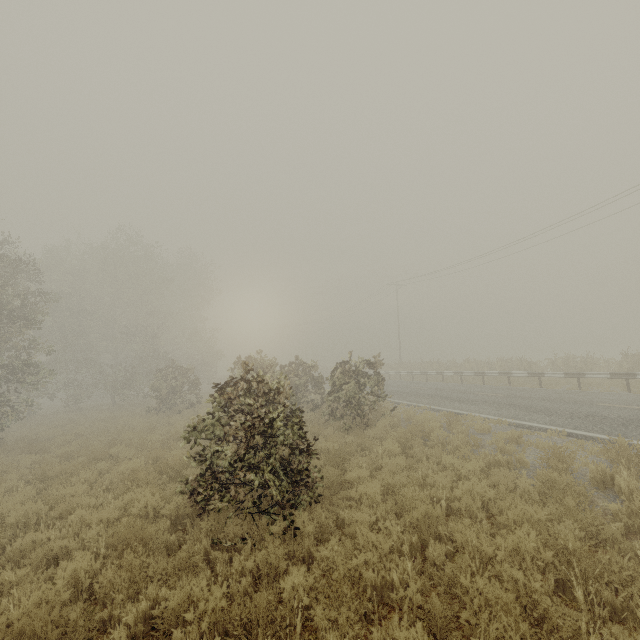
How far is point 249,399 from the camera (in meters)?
8.32
